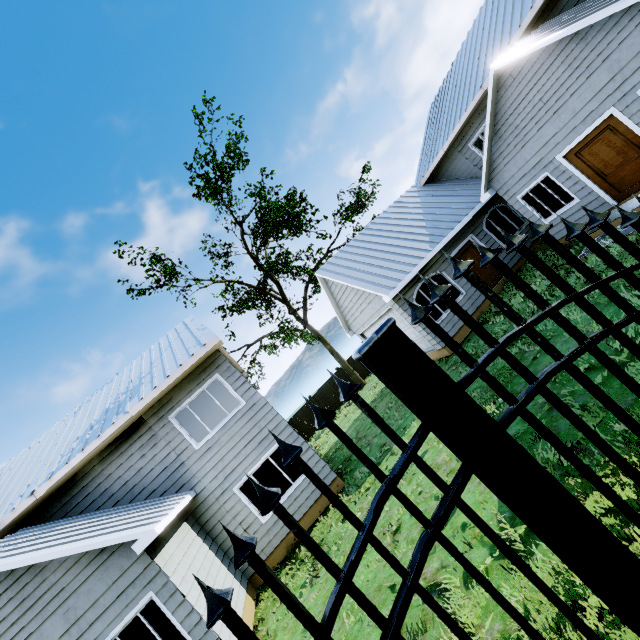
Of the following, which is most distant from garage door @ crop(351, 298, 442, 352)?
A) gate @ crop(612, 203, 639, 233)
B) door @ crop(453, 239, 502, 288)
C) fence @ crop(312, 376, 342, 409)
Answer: gate @ crop(612, 203, 639, 233)

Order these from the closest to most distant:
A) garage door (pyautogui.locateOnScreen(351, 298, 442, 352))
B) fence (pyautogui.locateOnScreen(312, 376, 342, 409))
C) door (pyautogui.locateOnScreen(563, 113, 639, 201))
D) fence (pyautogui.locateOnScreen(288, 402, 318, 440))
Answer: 1. door (pyautogui.locateOnScreen(563, 113, 639, 201))
2. garage door (pyautogui.locateOnScreen(351, 298, 442, 352))
3. fence (pyautogui.locateOnScreen(288, 402, 318, 440))
4. fence (pyautogui.locateOnScreen(312, 376, 342, 409))

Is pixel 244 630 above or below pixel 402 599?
above

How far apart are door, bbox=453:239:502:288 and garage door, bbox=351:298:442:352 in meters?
3.1

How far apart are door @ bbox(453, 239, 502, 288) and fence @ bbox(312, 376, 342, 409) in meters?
13.7

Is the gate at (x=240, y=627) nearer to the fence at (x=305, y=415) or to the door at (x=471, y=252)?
the door at (x=471, y=252)

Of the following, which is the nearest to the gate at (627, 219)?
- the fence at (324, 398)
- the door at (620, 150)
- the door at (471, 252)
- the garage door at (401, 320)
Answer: the door at (620, 150)

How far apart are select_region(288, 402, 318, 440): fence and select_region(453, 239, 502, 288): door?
14.94m
